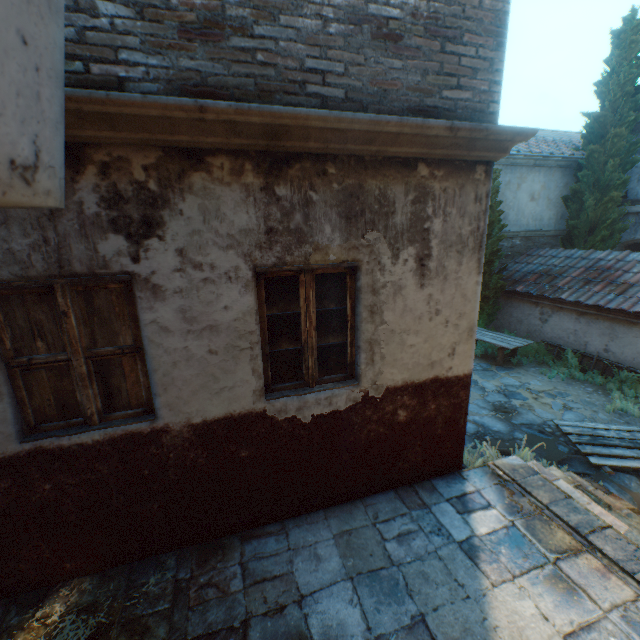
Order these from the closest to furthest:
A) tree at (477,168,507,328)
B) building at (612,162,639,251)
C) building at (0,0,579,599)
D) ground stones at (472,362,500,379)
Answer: building at (0,0,579,599), ground stones at (472,362,500,379), tree at (477,168,507,328), building at (612,162,639,251)

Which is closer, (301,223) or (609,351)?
(301,223)

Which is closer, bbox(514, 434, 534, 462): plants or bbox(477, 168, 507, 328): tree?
bbox(514, 434, 534, 462): plants

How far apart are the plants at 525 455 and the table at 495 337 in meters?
4.2

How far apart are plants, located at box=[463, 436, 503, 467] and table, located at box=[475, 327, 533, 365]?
4.2m

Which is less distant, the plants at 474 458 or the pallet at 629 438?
the plants at 474 458

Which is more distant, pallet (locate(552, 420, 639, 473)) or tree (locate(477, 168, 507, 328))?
tree (locate(477, 168, 507, 328))

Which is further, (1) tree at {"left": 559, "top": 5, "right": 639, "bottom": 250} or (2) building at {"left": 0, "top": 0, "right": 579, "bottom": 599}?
(1) tree at {"left": 559, "top": 5, "right": 639, "bottom": 250}
